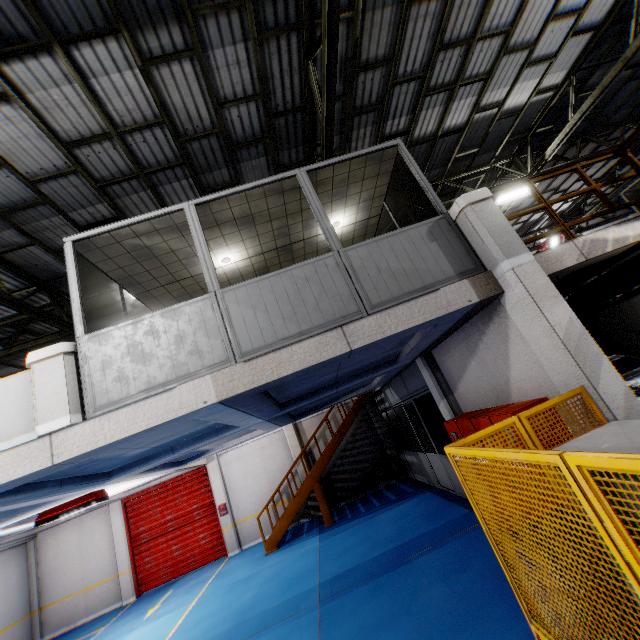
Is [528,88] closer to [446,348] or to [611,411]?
[446,348]

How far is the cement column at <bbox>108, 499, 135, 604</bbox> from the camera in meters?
12.9 m

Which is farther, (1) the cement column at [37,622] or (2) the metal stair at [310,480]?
(1) the cement column at [37,622]

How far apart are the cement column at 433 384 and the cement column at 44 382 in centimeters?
673cm

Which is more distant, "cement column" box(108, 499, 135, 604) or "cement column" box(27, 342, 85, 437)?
"cement column" box(108, 499, 135, 604)

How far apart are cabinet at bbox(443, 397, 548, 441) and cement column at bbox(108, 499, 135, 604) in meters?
14.5 m

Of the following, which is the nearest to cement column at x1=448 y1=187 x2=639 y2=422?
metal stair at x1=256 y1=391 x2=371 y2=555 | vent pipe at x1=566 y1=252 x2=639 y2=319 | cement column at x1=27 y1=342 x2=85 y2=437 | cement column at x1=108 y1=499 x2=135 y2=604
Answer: vent pipe at x1=566 y1=252 x2=639 y2=319

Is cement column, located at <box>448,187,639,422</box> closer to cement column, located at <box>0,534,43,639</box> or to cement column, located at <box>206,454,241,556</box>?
cement column, located at <box>206,454,241,556</box>
